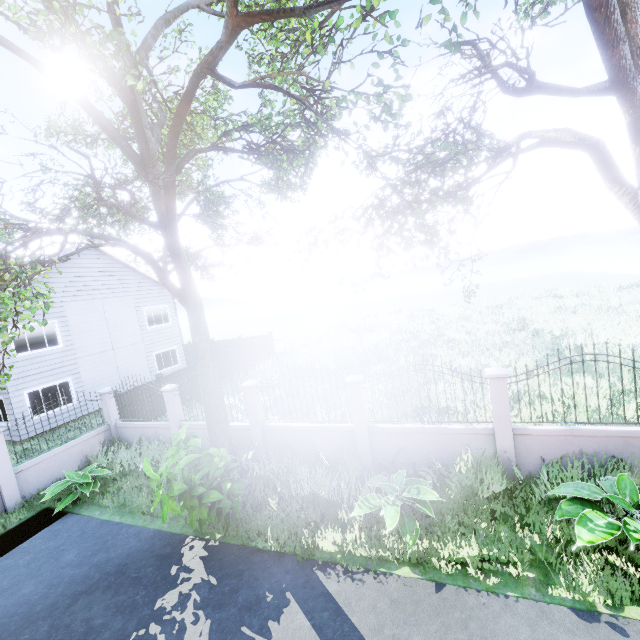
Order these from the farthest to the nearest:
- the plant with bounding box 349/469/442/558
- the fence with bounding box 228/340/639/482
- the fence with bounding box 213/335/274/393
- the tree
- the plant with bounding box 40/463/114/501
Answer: the fence with bounding box 213/335/274/393
the plant with bounding box 40/463/114/501
the fence with bounding box 228/340/639/482
the plant with bounding box 349/469/442/558
the tree

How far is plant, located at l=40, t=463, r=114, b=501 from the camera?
9.1 meters

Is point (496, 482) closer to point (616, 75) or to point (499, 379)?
point (499, 379)

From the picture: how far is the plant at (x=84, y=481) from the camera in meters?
9.1 m

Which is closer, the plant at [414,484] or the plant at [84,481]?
the plant at [414,484]

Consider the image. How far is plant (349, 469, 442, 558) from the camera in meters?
5.9

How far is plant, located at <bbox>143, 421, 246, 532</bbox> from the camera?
6.28m

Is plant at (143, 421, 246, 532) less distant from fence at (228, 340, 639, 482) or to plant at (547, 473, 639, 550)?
fence at (228, 340, 639, 482)
